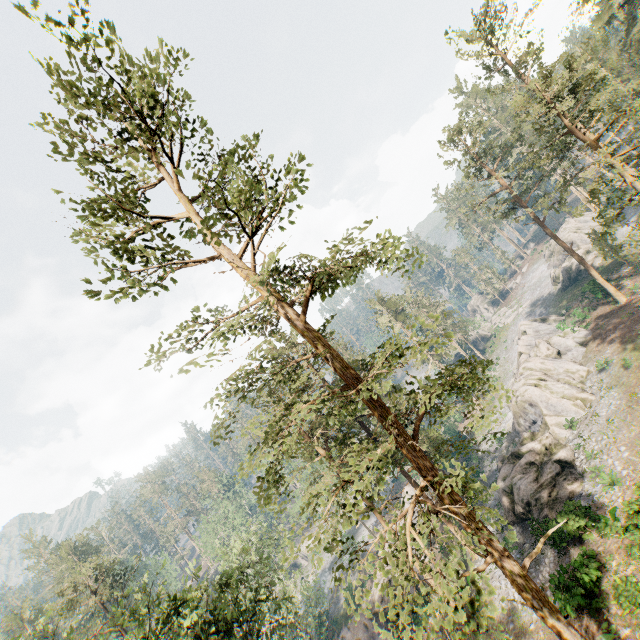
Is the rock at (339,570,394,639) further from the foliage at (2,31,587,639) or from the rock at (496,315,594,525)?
the rock at (496,315,594,525)

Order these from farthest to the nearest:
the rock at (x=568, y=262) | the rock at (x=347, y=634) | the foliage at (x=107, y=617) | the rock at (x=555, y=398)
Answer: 1. the rock at (x=568, y=262)
2. the rock at (x=347, y=634)
3. the rock at (x=555, y=398)
4. the foliage at (x=107, y=617)

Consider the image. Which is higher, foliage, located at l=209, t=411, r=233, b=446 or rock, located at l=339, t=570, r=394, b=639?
foliage, located at l=209, t=411, r=233, b=446

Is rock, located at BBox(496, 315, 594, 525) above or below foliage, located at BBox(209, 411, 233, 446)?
below

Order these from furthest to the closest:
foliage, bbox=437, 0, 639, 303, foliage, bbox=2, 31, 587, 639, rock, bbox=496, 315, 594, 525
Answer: rock, bbox=496, 315, 594, 525 < foliage, bbox=437, 0, 639, 303 < foliage, bbox=2, 31, 587, 639

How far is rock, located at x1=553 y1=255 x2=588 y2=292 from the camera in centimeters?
5219cm

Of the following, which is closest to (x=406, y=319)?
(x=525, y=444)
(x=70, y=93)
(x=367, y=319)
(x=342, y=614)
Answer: (x=367, y=319)

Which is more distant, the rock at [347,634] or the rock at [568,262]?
the rock at [568,262]
